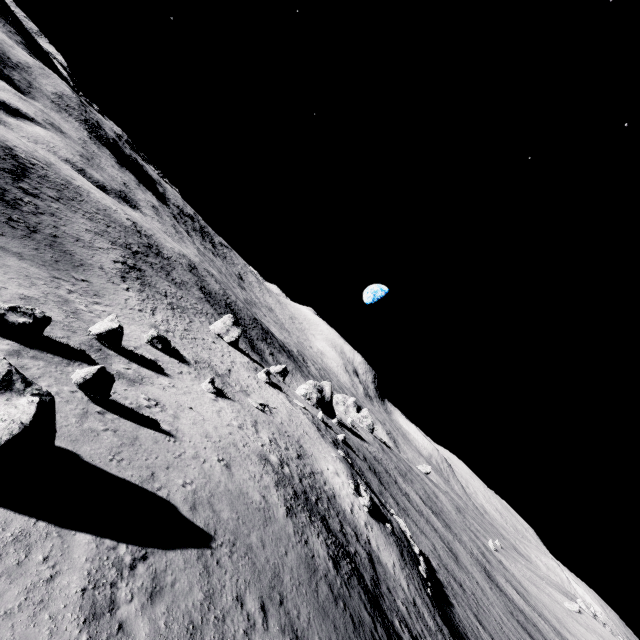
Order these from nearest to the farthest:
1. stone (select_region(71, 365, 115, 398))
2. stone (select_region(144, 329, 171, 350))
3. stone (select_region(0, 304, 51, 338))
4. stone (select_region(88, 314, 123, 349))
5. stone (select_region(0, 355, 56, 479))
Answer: stone (select_region(0, 355, 56, 479)) < stone (select_region(71, 365, 115, 398)) < stone (select_region(0, 304, 51, 338)) < stone (select_region(88, 314, 123, 349)) < stone (select_region(144, 329, 171, 350))

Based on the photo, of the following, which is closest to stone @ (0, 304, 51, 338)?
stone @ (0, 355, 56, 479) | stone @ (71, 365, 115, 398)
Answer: stone @ (71, 365, 115, 398)

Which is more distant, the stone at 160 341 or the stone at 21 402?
the stone at 160 341

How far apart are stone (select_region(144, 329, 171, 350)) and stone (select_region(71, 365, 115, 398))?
17.3 meters

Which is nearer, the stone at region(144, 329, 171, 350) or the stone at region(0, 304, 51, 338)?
the stone at region(0, 304, 51, 338)

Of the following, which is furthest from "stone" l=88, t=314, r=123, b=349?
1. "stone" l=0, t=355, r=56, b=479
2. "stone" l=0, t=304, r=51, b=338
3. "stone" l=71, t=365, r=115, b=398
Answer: "stone" l=0, t=355, r=56, b=479

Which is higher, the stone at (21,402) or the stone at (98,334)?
the stone at (21,402)

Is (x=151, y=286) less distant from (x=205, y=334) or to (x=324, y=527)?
(x=205, y=334)
